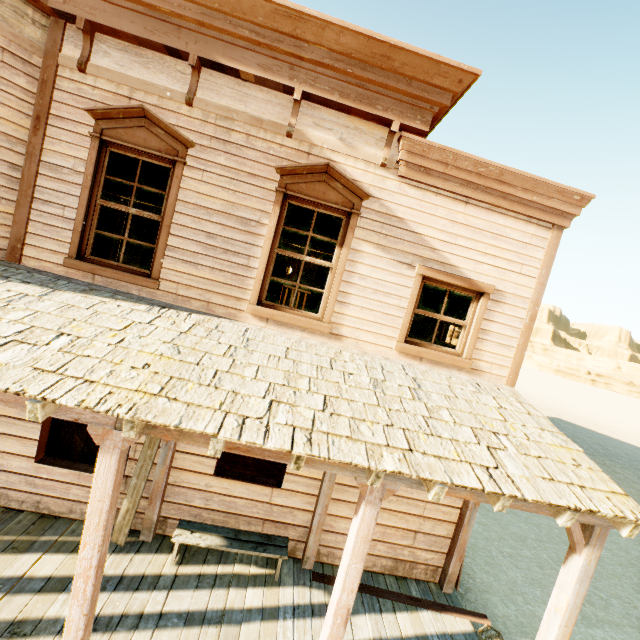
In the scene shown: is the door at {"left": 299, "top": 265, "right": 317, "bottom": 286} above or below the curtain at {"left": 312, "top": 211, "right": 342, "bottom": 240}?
below

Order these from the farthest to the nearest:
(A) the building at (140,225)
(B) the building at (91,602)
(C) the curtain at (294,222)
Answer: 1. (A) the building at (140,225)
2. (C) the curtain at (294,222)
3. (B) the building at (91,602)

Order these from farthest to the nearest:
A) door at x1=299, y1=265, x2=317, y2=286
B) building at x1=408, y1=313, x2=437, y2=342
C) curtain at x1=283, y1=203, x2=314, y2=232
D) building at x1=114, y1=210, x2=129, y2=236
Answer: door at x1=299, y1=265, x2=317, y2=286 < building at x1=114, y1=210, x2=129, y2=236 < building at x1=408, y1=313, x2=437, y2=342 < curtain at x1=283, y1=203, x2=314, y2=232

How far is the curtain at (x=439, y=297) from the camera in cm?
515

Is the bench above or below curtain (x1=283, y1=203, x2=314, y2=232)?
below

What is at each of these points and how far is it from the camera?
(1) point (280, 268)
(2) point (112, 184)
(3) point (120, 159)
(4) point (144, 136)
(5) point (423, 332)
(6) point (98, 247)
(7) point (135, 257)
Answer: (1) curtain, 5.0m
(2) curtain, 4.6m
(3) curtain, 4.6m
(4) widow, 4.4m
(5) building, 8.5m
(6) curtain, 4.7m
(7) building, 13.5m

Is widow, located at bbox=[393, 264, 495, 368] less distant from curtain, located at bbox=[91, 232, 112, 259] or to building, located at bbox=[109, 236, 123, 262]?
building, located at bbox=[109, 236, 123, 262]

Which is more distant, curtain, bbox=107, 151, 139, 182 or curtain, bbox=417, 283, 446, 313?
curtain, bbox=417, 283, 446, 313
